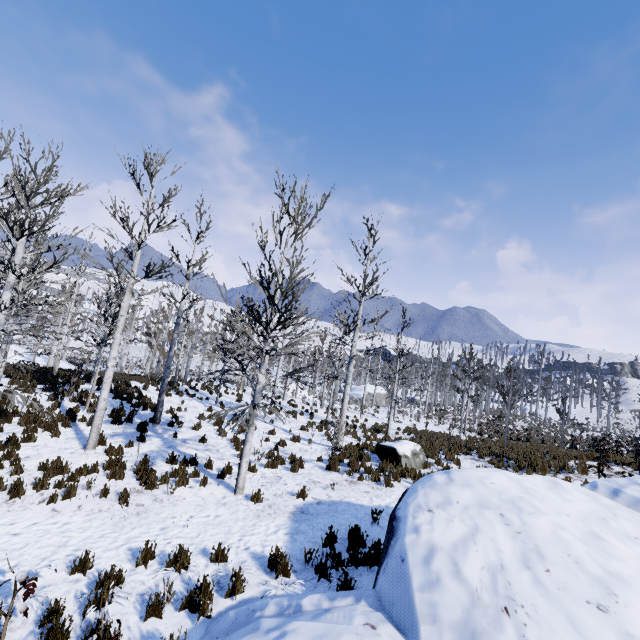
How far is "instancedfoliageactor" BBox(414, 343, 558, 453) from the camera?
15.6 meters

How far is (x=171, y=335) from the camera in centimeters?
1638cm

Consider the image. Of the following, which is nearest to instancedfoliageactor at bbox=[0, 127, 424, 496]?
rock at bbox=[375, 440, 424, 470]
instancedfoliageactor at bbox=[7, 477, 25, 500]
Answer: rock at bbox=[375, 440, 424, 470]

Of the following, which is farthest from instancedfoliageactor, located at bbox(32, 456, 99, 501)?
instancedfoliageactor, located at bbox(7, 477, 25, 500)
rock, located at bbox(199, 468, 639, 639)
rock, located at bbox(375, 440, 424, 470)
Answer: instancedfoliageactor, located at bbox(7, 477, 25, 500)

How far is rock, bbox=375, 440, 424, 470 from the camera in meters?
11.3

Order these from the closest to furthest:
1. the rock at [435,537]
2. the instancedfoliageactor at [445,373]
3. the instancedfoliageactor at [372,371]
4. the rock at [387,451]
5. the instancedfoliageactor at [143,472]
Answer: the rock at [435,537] < the instancedfoliageactor at [143,472] < the rock at [387,451] < the instancedfoliageactor at [372,371] < the instancedfoliageactor at [445,373]

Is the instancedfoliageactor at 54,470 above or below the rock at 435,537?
below
